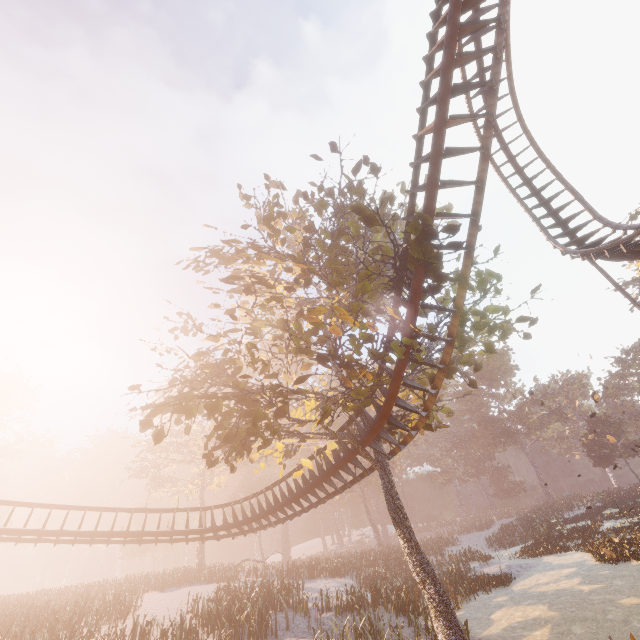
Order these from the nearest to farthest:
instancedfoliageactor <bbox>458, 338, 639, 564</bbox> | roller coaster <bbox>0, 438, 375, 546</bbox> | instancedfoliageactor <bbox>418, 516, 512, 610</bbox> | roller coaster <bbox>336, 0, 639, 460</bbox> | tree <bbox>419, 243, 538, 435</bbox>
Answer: roller coaster <bbox>336, 0, 639, 460</bbox>, tree <bbox>419, 243, 538, 435</bbox>, roller coaster <bbox>0, 438, 375, 546</bbox>, instancedfoliageactor <bbox>418, 516, 512, 610</bbox>, instancedfoliageactor <bbox>458, 338, 639, 564</bbox>

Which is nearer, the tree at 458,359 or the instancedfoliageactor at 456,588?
the tree at 458,359

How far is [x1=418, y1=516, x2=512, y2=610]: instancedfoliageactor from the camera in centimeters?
1841cm

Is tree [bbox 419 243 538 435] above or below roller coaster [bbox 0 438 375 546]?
above

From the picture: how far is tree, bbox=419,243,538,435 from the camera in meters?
10.7 m

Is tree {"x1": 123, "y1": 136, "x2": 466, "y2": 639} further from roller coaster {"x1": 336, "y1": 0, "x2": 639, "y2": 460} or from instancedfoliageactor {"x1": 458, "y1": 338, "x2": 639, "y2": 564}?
instancedfoliageactor {"x1": 458, "y1": 338, "x2": 639, "y2": 564}

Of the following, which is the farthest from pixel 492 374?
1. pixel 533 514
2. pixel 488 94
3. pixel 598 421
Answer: pixel 488 94

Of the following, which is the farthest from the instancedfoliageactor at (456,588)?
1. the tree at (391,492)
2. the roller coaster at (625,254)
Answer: the roller coaster at (625,254)
